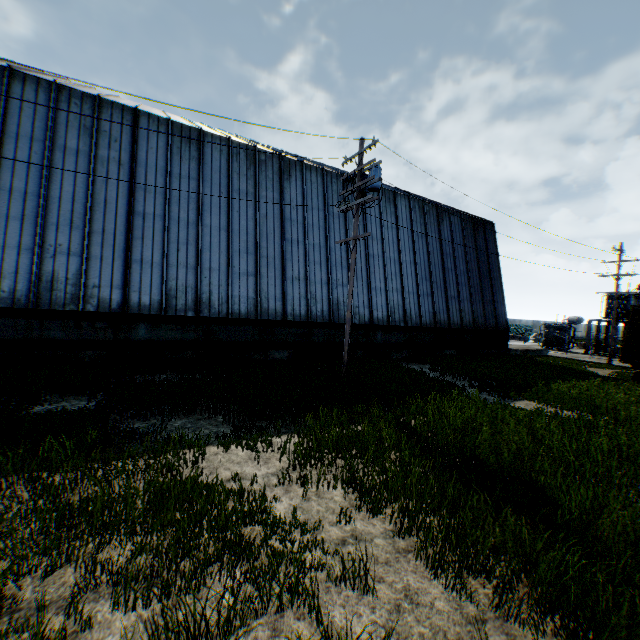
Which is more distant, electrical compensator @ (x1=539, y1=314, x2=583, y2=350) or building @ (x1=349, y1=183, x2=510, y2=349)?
electrical compensator @ (x1=539, y1=314, x2=583, y2=350)

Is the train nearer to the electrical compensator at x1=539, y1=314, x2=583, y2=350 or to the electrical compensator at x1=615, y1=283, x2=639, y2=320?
the electrical compensator at x1=615, y1=283, x2=639, y2=320

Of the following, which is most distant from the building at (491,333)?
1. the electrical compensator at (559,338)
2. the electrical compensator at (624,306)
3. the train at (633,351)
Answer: the electrical compensator at (624,306)

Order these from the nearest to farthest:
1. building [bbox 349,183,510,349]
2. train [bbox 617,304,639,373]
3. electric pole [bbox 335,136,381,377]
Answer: electric pole [bbox 335,136,381,377]
train [bbox 617,304,639,373]
building [bbox 349,183,510,349]

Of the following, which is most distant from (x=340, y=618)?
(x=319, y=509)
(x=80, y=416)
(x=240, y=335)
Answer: (x=240, y=335)

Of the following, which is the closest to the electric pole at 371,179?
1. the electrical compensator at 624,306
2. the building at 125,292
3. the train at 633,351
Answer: the building at 125,292

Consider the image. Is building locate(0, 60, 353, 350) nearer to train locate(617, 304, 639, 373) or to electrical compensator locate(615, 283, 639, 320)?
train locate(617, 304, 639, 373)

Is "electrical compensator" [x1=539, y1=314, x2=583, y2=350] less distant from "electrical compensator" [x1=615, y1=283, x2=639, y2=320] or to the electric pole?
"electrical compensator" [x1=615, y1=283, x2=639, y2=320]
